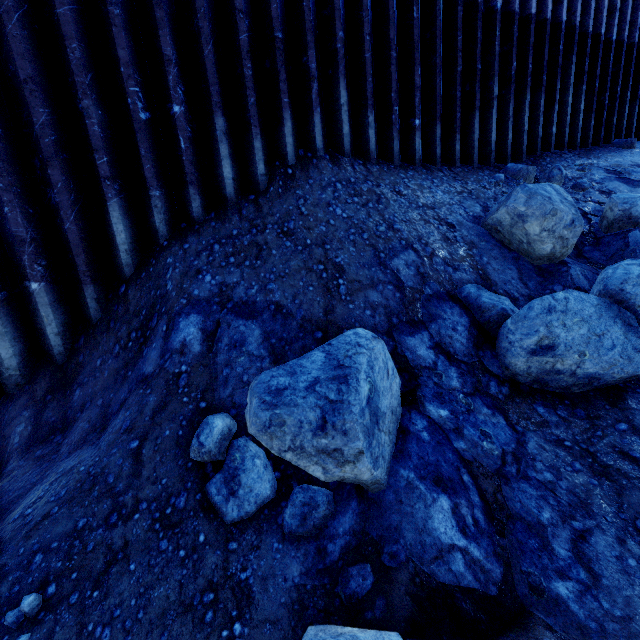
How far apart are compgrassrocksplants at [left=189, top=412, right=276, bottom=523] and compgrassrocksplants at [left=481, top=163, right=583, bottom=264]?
3.95m

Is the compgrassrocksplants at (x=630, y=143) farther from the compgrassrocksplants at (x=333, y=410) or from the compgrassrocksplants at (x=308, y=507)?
the compgrassrocksplants at (x=308, y=507)

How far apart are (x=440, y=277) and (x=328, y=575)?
3.29m

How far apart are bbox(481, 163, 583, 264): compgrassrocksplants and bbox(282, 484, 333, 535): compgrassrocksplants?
3.7m

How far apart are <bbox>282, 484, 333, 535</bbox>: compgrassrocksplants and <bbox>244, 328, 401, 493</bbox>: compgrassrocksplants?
0.2m

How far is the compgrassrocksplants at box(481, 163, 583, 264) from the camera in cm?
378

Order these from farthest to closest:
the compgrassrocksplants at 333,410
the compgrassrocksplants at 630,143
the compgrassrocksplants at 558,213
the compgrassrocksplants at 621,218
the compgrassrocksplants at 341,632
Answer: the compgrassrocksplants at 630,143
the compgrassrocksplants at 621,218
the compgrassrocksplants at 558,213
the compgrassrocksplants at 333,410
the compgrassrocksplants at 341,632

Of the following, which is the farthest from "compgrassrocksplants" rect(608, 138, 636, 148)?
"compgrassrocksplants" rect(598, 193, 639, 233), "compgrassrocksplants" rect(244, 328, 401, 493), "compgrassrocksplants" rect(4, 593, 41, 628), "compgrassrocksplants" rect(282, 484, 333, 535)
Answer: "compgrassrocksplants" rect(4, 593, 41, 628)
